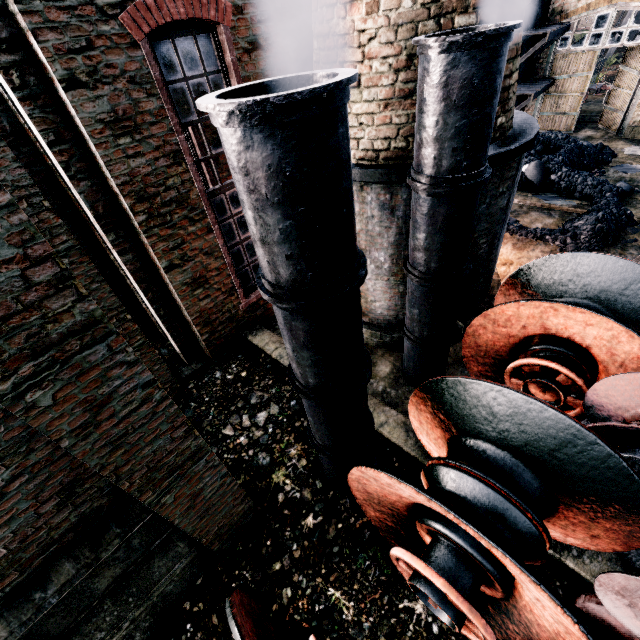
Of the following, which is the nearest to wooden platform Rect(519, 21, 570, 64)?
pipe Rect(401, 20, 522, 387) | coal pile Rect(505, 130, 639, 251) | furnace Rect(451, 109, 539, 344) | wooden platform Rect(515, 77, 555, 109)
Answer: wooden platform Rect(515, 77, 555, 109)

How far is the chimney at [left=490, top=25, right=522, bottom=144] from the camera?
5.00m

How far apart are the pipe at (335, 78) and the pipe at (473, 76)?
1.6 meters

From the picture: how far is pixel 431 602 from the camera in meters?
3.4 m

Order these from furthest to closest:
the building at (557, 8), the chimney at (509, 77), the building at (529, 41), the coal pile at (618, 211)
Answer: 1. the building at (529, 41)
2. the building at (557, 8)
3. the coal pile at (618, 211)
4. the chimney at (509, 77)

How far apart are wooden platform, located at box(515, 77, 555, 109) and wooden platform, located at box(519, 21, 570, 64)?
0.6m

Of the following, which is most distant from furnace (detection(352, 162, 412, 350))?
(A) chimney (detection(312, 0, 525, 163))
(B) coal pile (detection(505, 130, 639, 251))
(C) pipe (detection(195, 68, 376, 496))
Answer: (C) pipe (detection(195, 68, 376, 496))

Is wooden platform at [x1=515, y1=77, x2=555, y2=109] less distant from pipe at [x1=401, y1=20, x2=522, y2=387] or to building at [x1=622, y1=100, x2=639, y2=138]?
building at [x1=622, y1=100, x2=639, y2=138]
